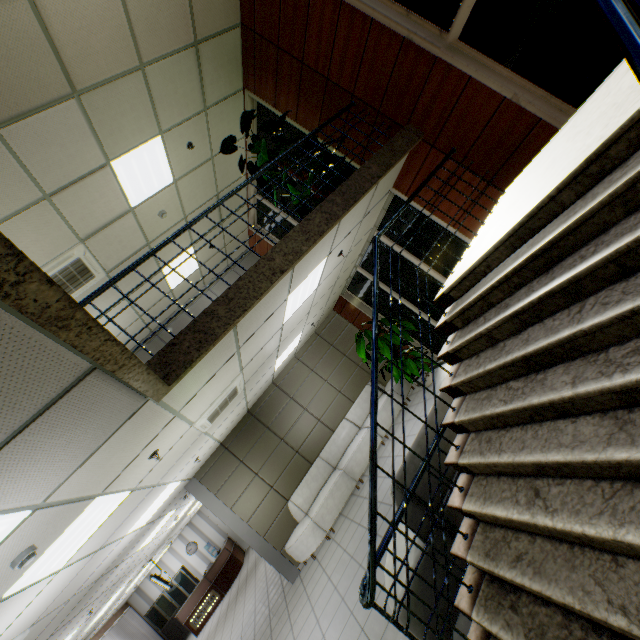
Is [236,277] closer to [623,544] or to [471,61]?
[471,61]

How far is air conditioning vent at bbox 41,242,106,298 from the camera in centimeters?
521cm

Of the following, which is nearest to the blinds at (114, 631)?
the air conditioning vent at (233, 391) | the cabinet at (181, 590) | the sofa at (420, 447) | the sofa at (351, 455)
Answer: the cabinet at (181, 590)

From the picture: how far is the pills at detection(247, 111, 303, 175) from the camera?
5.1m

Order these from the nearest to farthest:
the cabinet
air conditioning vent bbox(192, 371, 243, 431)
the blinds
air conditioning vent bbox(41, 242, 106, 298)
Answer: air conditioning vent bbox(192, 371, 243, 431) → air conditioning vent bbox(41, 242, 106, 298) → the blinds → the cabinet

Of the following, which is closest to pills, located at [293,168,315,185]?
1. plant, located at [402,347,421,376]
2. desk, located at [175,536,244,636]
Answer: plant, located at [402,347,421,376]

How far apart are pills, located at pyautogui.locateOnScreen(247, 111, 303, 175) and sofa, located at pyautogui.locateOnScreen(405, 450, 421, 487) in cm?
286

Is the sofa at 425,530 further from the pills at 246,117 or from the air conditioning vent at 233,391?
the pills at 246,117
